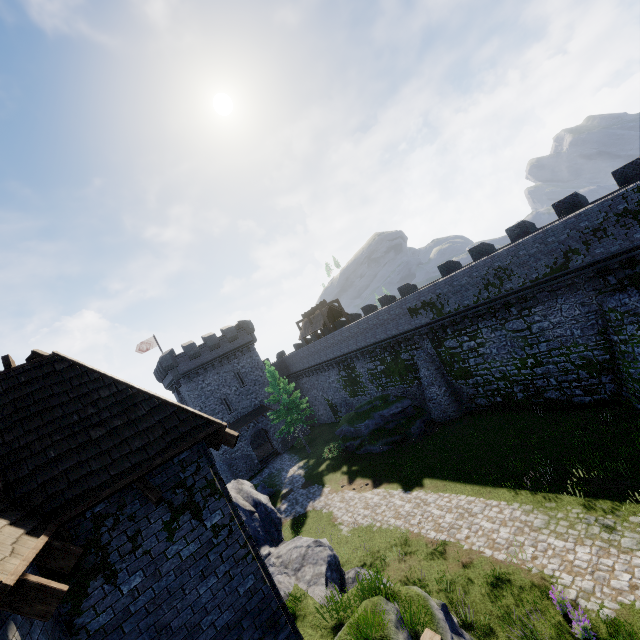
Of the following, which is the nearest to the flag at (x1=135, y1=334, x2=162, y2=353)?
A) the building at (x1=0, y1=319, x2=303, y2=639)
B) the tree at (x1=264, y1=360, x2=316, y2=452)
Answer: the tree at (x1=264, y1=360, x2=316, y2=452)

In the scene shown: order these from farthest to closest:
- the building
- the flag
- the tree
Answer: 1. the flag
2. the tree
3. the building

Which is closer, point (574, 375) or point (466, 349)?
point (574, 375)

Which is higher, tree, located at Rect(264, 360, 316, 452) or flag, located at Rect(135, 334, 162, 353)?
flag, located at Rect(135, 334, 162, 353)

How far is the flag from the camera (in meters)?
41.56

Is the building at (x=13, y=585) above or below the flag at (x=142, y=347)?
below

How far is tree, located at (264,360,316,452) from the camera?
32.7 meters

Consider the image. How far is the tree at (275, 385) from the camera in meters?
32.7
